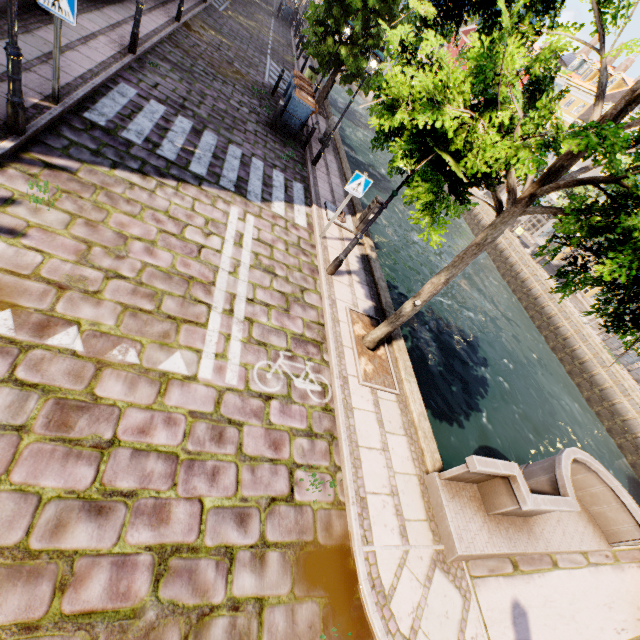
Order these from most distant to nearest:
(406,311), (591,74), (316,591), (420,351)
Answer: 1. (591,74)
2. (420,351)
3. (406,311)
4. (316,591)

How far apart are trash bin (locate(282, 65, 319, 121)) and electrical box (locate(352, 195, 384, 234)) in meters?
6.3

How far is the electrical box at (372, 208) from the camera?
9.2 meters

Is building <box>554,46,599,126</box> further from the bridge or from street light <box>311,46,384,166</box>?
the bridge

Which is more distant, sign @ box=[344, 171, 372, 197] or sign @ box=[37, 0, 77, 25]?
sign @ box=[344, 171, 372, 197]

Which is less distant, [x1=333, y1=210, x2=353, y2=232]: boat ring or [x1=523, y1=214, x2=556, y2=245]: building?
[x1=333, y1=210, x2=353, y2=232]: boat ring

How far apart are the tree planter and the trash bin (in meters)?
9.86

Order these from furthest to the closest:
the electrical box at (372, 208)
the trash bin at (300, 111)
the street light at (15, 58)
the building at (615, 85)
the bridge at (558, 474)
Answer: the building at (615, 85) → the trash bin at (300, 111) → the electrical box at (372, 208) → the bridge at (558, 474) → the street light at (15, 58)
